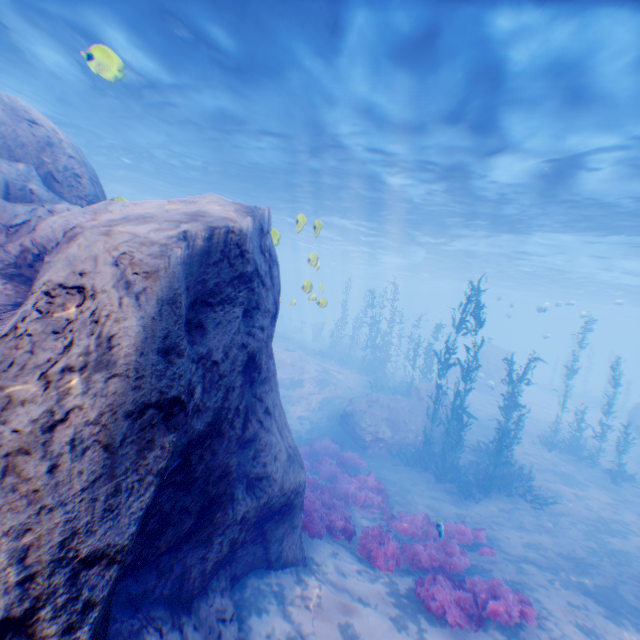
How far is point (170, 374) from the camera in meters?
3.0

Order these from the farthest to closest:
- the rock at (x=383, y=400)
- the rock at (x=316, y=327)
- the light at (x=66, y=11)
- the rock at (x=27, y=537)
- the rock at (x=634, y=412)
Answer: the rock at (x=316, y=327) → the rock at (x=634, y=412) → the rock at (x=383, y=400) → the light at (x=66, y=11) → the rock at (x=27, y=537)

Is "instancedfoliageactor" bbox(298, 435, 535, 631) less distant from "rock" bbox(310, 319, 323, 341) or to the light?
"rock" bbox(310, 319, 323, 341)

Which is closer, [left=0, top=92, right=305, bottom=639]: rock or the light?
[left=0, top=92, right=305, bottom=639]: rock

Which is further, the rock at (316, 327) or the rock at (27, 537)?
the rock at (316, 327)

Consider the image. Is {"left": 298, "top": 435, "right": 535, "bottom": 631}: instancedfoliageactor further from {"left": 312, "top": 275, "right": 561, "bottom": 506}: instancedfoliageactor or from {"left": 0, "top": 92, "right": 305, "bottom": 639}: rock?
{"left": 312, "top": 275, "right": 561, "bottom": 506}: instancedfoliageactor

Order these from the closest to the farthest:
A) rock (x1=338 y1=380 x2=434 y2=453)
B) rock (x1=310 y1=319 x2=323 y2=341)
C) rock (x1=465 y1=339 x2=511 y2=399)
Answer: rock (x1=338 y1=380 x2=434 y2=453), rock (x1=465 y1=339 x2=511 y2=399), rock (x1=310 y1=319 x2=323 y2=341)
